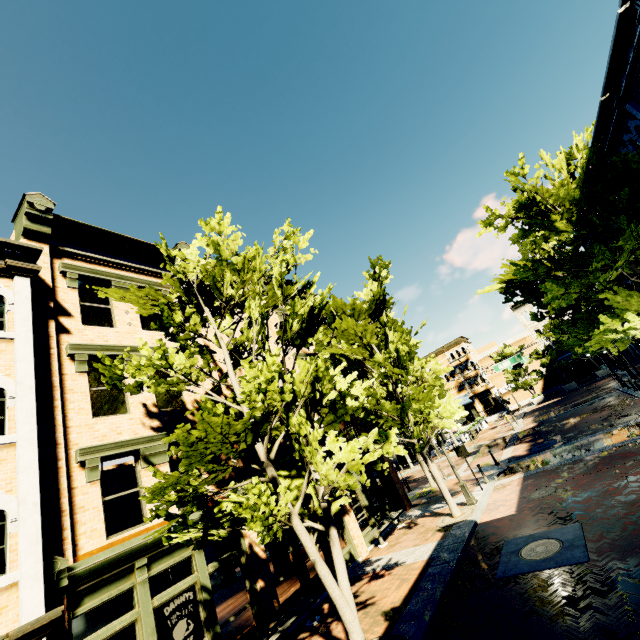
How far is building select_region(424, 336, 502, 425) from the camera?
47.3m

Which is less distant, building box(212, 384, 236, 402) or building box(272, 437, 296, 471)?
building box(212, 384, 236, 402)

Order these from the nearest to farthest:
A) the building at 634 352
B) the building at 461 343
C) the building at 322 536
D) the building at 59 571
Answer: the building at 59 571
the building at 322 536
the building at 634 352
the building at 461 343

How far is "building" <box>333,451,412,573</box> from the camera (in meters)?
12.94

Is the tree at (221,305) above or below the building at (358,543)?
above

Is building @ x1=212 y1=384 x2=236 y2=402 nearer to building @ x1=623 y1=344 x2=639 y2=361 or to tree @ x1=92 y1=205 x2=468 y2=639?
tree @ x1=92 y1=205 x2=468 y2=639

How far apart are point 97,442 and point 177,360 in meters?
3.8 m

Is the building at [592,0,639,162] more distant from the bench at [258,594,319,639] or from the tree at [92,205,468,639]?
the bench at [258,594,319,639]
